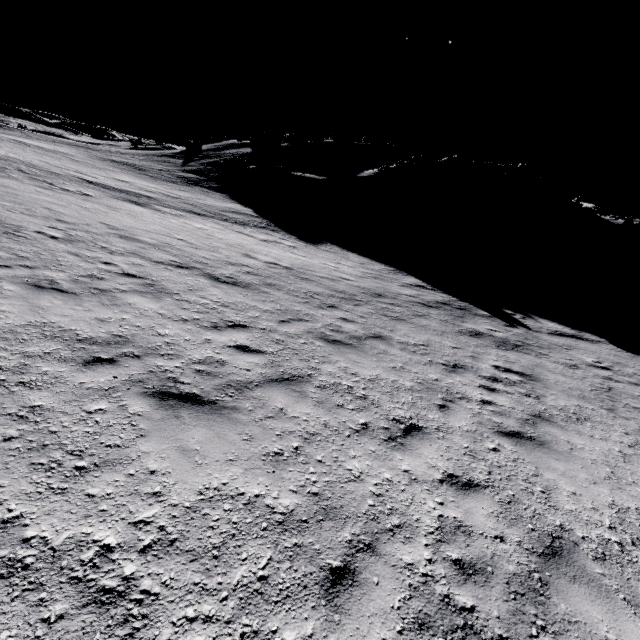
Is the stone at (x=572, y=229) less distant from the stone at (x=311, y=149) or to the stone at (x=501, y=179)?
the stone at (x=501, y=179)

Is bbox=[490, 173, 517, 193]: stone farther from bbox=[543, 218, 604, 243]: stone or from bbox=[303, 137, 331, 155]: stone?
bbox=[303, 137, 331, 155]: stone

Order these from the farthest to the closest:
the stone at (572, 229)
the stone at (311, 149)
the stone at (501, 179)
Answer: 1. the stone at (501, 179)
2. the stone at (311, 149)
3. the stone at (572, 229)

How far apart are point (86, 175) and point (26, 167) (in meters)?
4.89

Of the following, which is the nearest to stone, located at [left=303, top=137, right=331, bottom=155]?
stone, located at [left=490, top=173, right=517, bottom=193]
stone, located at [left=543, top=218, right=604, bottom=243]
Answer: stone, located at [left=490, top=173, right=517, bottom=193]

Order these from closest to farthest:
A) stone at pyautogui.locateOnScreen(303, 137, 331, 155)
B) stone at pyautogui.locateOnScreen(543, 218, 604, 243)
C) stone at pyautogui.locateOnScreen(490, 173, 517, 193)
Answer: stone at pyautogui.locateOnScreen(543, 218, 604, 243)
stone at pyautogui.locateOnScreen(303, 137, 331, 155)
stone at pyautogui.locateOnScreen(490, 173, 517, 193)
